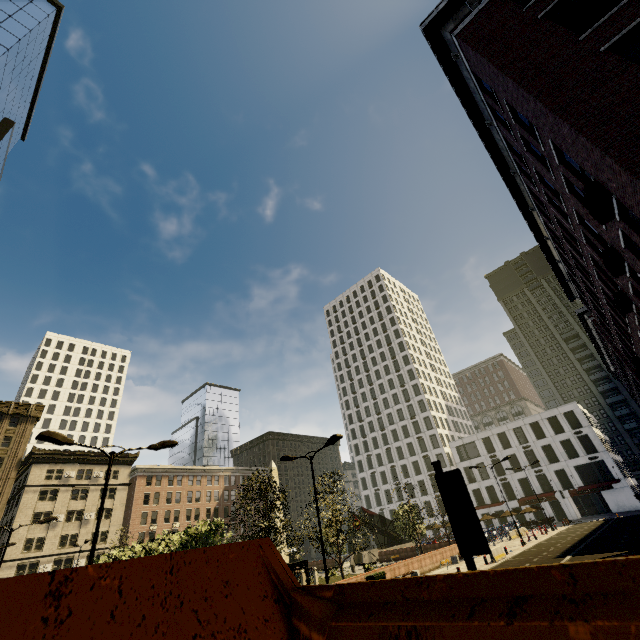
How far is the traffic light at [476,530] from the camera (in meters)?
3.47

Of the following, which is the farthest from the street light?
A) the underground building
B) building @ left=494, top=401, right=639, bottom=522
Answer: building @ left=494, top=401, right=639, bottom=522

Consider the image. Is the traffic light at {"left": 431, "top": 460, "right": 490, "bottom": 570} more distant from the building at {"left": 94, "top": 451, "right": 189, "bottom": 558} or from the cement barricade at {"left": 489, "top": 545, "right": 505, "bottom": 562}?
the cement barricade at {"left": 489, "top": 545, "right": 505, "bottom": 562}

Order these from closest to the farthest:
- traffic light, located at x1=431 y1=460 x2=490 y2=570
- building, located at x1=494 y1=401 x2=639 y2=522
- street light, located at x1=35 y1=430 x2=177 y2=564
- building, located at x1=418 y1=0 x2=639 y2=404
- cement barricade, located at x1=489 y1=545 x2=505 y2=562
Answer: traffic light, located at x1=431 y1=460 x2=490 y2=570 → building, located at x1=418 y1=0 x2=639 y2=404 → street light, located at x1=35 y1=430 x2=177 y2=564 → cement barricade, located at x1=489 y1=545 x2=505 y2=562 → building, located at x1=494 y1=401 x2=639 y2=522

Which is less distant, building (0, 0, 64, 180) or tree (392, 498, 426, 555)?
tree (392, 498, 426, 555)

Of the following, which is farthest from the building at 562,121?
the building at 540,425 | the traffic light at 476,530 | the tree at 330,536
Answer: the building at 540,425

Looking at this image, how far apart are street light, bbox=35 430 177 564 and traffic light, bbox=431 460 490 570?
12.2 meters

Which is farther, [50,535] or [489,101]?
[50,535]
